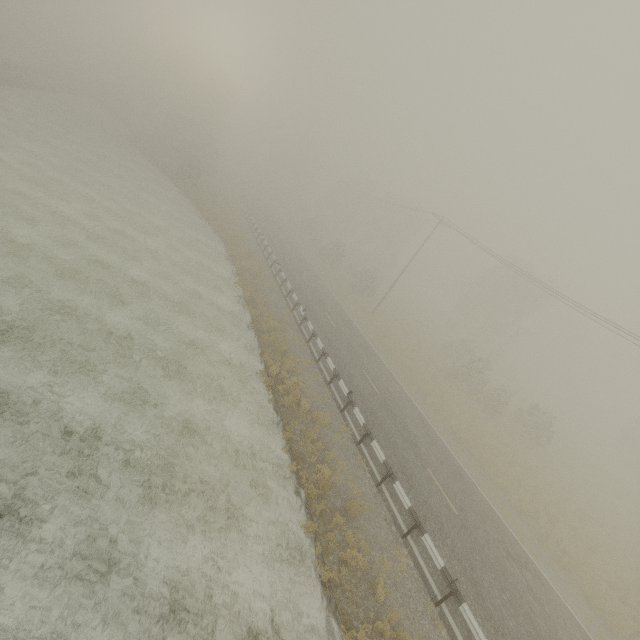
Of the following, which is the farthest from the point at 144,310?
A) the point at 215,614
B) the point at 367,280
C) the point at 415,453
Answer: the point at 367,280
